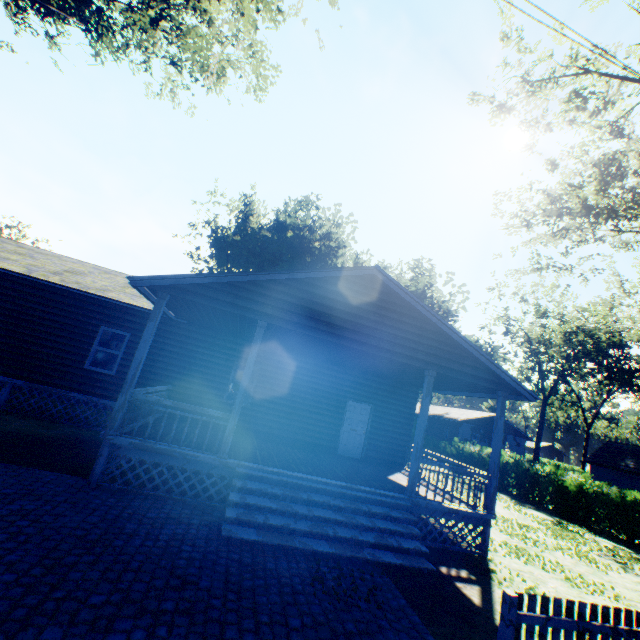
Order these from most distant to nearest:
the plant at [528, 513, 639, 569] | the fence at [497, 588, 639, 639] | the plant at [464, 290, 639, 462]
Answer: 1. the plant at [464, 290, 639, 462]
2. the plant at [528, 513, 639, 569]
3. the fence at [497, 588, 639, 639]

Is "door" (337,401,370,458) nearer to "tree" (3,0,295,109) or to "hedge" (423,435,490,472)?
"hedge" (423,435,490,472)

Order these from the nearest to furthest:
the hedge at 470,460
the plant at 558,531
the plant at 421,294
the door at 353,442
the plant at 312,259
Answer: the plant at 558,531
the door at 353,442
the hedge at 470,460
the plant at 312,259
the plant at 421,294

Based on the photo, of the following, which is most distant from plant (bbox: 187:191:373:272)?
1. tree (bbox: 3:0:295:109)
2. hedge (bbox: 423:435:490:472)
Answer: hedge (bbox: 423:435:490:472)

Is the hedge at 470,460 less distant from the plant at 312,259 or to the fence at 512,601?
the plant at 312,259

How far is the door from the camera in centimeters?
1323cm

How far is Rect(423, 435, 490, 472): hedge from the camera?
24.5m

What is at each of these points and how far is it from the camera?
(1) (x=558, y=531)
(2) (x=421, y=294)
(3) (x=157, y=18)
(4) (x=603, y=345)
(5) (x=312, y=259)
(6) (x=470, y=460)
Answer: (1) plant, 13.7m
(2) plant, 43.9m
(3) tree, 13.5m
(4) plant, 39.5m
(5) plant, 44.0m
(6) hedge, 25.8m
